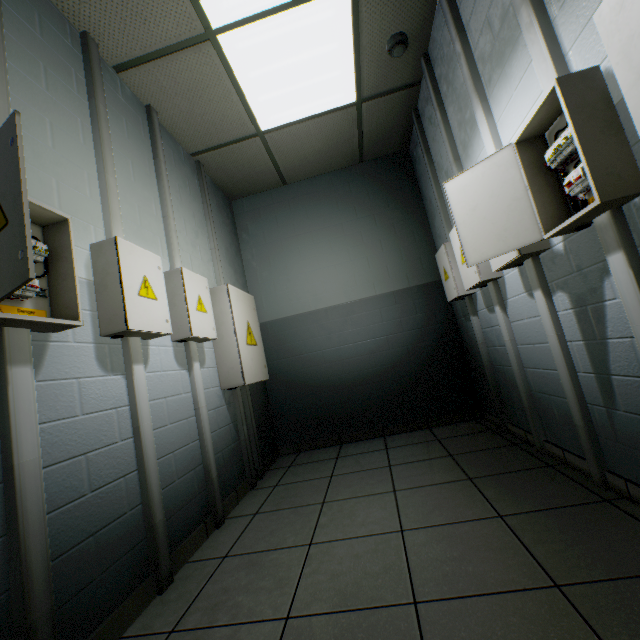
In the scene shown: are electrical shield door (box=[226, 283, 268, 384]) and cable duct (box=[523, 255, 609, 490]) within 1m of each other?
no

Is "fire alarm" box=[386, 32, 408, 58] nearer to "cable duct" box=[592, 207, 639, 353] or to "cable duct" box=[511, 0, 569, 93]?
"cable duct" box=[511, 0, 569, 93]

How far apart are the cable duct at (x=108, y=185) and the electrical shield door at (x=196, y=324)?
0.42m

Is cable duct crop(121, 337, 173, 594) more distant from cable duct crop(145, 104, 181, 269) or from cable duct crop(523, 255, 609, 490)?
cable duct crop(523, 255, 609, 490)

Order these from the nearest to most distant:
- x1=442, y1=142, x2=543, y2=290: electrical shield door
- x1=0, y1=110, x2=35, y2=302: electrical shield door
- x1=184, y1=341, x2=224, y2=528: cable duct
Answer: x1=0, y1=110, x2=35, y2=302: electrical shield door → x1=442, y1=142, x2=543, y2=290: electrical shield door → x1=184, y1=341, x2=224, y2=528: cable duct

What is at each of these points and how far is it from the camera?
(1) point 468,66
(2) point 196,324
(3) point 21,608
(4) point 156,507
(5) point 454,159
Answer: (1) cable duct, 2.0 meters
(2) electrical shield door, 2.3 meters
(3) cable duct, 1.0 meters
(4) cable duct, 1.7 meters
(5) cable duct, 2.5 meters

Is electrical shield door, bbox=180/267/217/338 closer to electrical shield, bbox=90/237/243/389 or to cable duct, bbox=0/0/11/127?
electrical shield, bbox=90/237/243/389

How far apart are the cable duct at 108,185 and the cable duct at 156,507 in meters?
0.6 m
